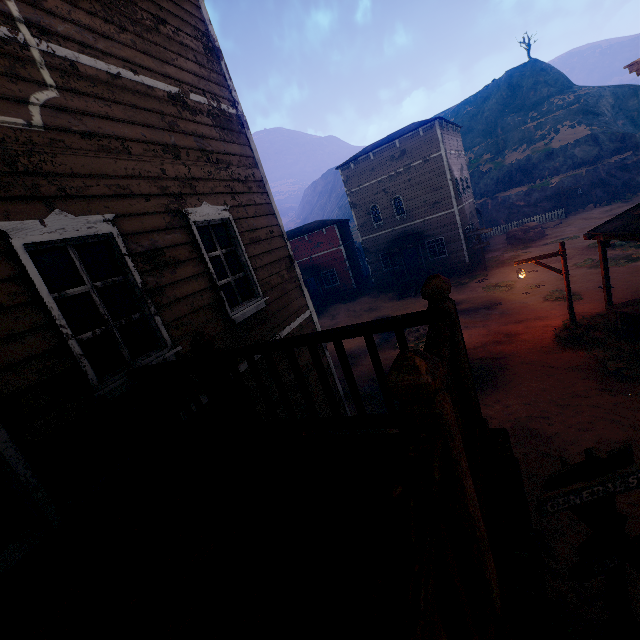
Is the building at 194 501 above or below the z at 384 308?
above

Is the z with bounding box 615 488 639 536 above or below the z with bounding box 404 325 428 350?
below

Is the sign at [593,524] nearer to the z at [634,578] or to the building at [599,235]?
the z at [634,578]

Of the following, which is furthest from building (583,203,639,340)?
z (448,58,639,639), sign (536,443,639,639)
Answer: sign (536,443,639,639)

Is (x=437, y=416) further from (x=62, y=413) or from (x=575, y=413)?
(x=575, y=413)

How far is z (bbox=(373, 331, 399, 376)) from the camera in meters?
14.9 m

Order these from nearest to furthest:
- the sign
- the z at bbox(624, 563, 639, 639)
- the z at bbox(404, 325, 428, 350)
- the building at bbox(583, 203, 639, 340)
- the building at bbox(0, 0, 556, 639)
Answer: the building at bbox(0, 0, 556, 639) → the sign → the z at bbox(624, 563, 639, 639) → the building at bbox(583, 203, 639, 340) → the z at bbox(404, 325, 428, 350)
